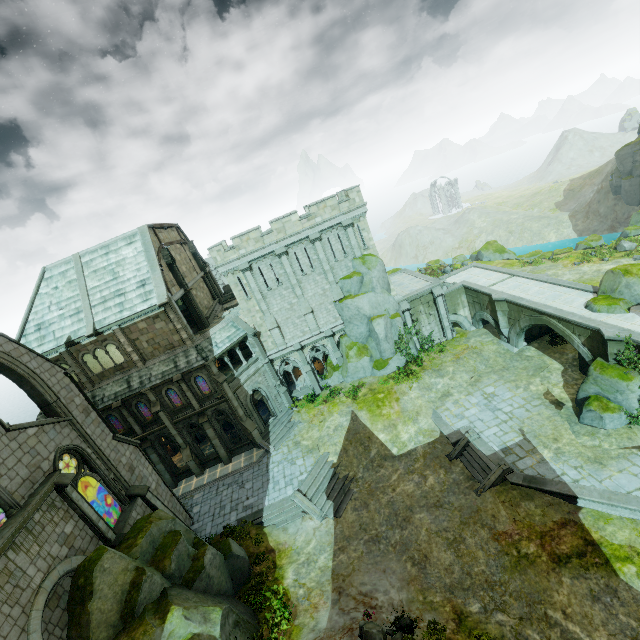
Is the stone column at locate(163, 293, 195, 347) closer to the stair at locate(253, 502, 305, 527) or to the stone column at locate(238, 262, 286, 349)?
the stone column at locate(238, 262, 286, 349)

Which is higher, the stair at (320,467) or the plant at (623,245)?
the plant at (623,245)

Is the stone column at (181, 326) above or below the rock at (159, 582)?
above

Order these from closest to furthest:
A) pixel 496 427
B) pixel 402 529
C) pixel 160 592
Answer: pixel 160 592 < pixel 402 529 < pixel 496 427

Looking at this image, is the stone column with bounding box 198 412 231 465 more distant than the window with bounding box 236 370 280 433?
No

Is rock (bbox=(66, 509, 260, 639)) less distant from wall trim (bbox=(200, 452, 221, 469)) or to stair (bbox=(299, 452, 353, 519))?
stair (bbox=(299, 452, 353, 519))

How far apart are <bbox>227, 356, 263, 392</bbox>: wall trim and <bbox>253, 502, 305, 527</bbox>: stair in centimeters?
943cm

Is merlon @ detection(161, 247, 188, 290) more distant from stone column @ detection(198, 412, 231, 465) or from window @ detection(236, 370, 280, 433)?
stone column @ detection(198, 412, 231, 465)
